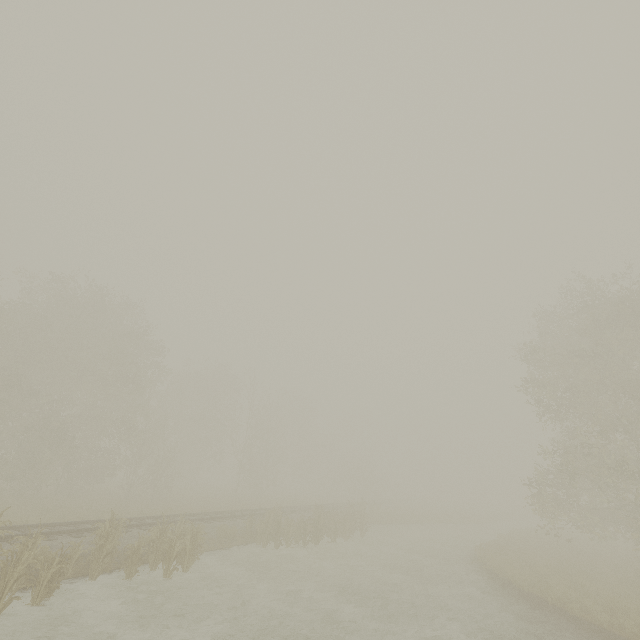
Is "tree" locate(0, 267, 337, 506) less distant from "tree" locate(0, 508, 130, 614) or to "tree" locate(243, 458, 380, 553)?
"tree" locate(243, 458, 380, 553)

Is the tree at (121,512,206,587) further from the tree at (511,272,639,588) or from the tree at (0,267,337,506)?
the tree at (511,272,639,588)

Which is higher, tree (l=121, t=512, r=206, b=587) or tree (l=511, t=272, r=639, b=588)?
tree (l=511, t=272, r=639, b=588)

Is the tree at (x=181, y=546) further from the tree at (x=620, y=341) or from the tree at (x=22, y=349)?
the tree at (x=620, y=341)

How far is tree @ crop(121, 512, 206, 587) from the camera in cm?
1112

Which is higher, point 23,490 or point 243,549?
point 23,490

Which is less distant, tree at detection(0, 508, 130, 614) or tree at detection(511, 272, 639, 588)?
tree at detection(0, 508, 130, 614)

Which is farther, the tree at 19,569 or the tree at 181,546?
the tree at 181,546
